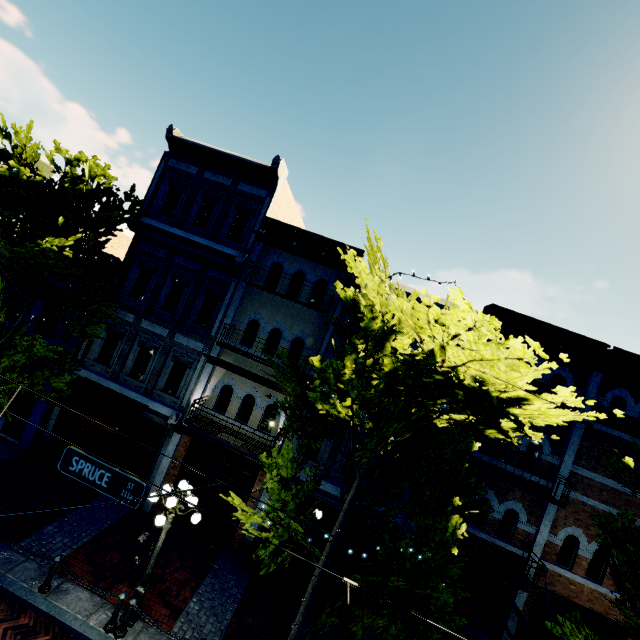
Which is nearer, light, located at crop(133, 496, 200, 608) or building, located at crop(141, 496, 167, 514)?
light, located at crop(133, 496, 200, 608)

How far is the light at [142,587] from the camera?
7.9m

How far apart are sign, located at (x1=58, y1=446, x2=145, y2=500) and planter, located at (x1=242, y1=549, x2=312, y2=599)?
7.29m

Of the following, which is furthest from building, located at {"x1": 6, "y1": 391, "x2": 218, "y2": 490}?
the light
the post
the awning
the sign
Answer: the sign

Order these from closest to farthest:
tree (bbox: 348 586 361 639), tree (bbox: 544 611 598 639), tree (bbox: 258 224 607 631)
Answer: tree (bbox: 258 224 607 631) < tree (bbox: 348 586 361 639) < tree (bbox: 544 611 598 639)

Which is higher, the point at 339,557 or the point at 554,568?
the point at 554,568

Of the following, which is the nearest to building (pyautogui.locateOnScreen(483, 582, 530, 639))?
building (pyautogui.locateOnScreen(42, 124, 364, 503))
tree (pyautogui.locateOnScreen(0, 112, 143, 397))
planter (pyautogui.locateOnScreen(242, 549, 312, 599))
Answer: tree (pyautogui.locateOnScreen(0, 112, 143, 397))

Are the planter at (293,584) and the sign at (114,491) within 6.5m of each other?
Answer: no
